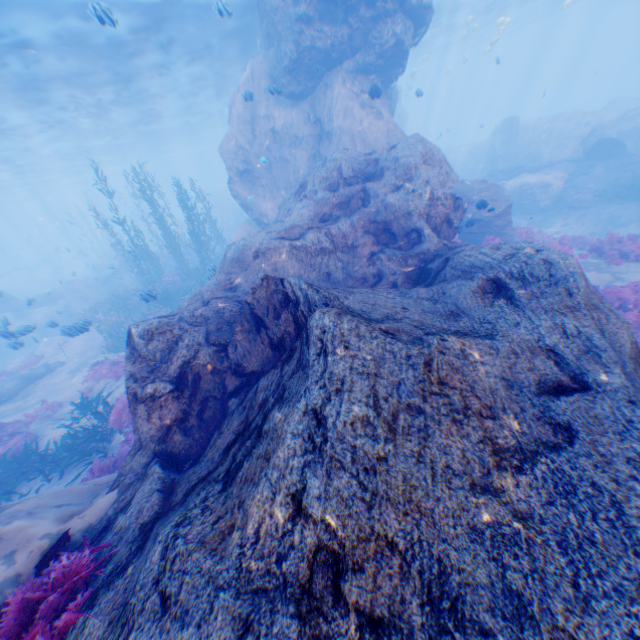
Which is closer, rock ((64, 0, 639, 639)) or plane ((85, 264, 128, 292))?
rock ((64, 0, 639, 639))

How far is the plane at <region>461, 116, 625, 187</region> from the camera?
18.7m

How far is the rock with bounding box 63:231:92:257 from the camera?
34.7m

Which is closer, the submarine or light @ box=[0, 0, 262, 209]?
light @ box=[0, 0, 262, 209]

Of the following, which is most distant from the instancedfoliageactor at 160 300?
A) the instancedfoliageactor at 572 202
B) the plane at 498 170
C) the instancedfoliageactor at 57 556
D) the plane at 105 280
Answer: the instancedfoliageactor at 572 202

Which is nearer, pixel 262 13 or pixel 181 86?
pixel 262 13

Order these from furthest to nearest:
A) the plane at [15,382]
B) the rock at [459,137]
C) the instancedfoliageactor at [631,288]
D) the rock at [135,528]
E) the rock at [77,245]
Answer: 1. the rock at [459,137]
2. the rock at [77,245]
3. the plane at [15,382]
4. the instancedfoliageactor at [631,288]
5. the rock at [135,528]

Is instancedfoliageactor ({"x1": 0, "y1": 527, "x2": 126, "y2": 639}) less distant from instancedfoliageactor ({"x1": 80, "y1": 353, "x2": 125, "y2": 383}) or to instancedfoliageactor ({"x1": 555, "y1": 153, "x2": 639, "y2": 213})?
instancedfoliageactor ({"x1": 80, "y1": 353, "x2": 125, "y2": 383})
